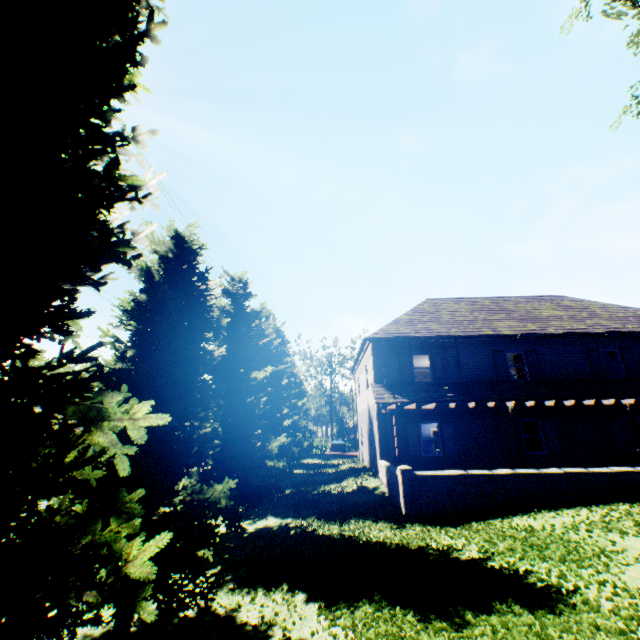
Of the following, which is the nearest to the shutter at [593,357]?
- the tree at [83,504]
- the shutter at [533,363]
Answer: the shutter at [533,363]

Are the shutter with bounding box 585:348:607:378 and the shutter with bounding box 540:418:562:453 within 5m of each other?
yes

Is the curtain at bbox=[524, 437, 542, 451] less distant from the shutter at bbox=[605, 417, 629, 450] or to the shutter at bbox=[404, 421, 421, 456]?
the shutter at bbox=[605, 417, 629, 450]

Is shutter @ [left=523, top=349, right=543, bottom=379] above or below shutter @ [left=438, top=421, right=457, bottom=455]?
above

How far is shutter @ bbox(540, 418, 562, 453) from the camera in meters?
15.5

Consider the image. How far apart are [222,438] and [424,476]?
7.27m

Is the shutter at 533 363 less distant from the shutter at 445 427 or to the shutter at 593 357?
the shutter at 593 357

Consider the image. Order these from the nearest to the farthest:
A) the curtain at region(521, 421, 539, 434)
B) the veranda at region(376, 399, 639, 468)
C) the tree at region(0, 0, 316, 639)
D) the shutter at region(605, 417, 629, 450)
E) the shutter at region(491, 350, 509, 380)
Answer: the tree at region(0, 0, 316, 639), the veranda at region(376, 399, 639, 468), the shutter at region(605, 417, 629, 450), the curtain at region(521, 421, 539, 434), the shutter at region(491, 350, 509, 380)
